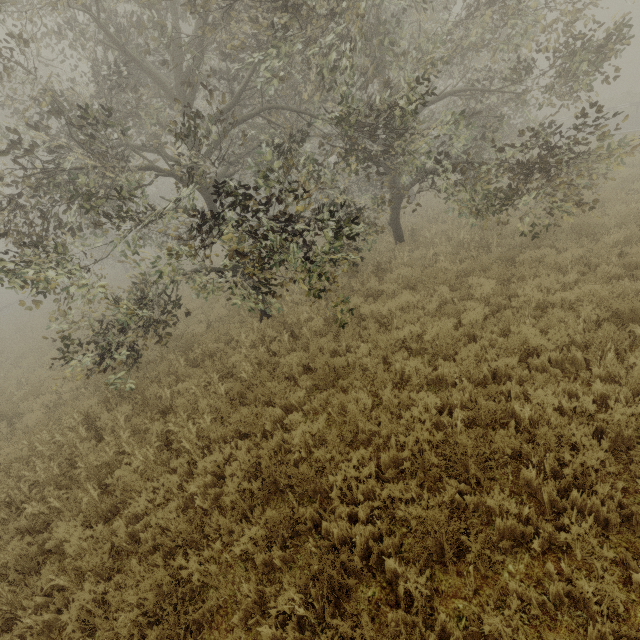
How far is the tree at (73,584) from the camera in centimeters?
412cm

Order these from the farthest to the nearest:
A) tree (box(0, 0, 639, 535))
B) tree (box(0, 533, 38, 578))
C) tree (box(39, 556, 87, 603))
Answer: tree (box(0, 0, 639, 535))
tree (box(0, 533, 38, 578))
tree (box(39, 556, 87, 603))

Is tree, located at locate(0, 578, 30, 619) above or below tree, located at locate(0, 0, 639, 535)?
below

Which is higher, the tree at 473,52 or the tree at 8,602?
the tree at 473,52

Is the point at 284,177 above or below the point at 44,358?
above

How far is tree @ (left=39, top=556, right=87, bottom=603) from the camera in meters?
4.1

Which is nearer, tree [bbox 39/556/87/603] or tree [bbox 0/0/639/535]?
tree [bbox 39/556/87/603]
